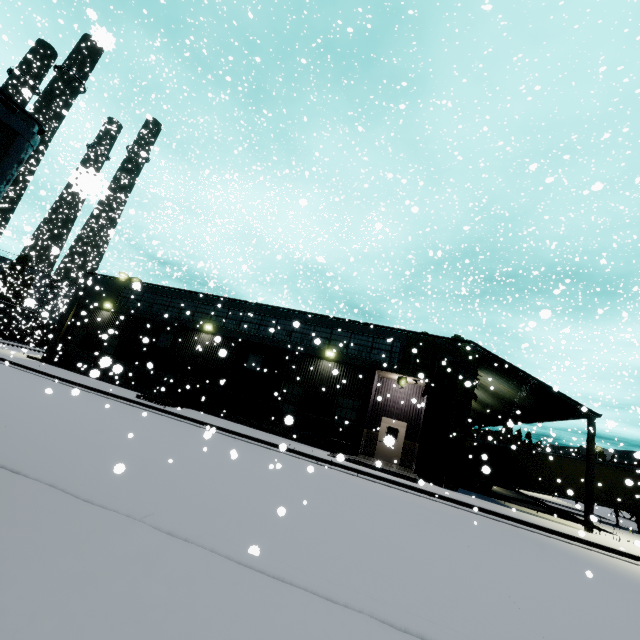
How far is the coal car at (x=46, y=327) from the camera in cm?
3427

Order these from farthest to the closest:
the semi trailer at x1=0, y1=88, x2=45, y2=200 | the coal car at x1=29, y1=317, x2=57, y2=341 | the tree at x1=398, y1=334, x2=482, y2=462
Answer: the coal car at x1=29, y1=317, x2=57, y2=341, the tree at x1=398, y1=334, x2=482, y2=462, the semi trailer at x1=0, y1=88, x2=45, y2=200

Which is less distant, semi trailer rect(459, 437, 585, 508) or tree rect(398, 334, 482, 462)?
tree rect(398, 334, 482, 462)

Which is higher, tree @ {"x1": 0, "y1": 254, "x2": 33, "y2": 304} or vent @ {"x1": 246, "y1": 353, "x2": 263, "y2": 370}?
tree @ {"x1": 0, "y1": 254, "x2": 33, "y2": 304}

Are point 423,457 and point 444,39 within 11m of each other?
no

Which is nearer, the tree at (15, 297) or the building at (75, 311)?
the building at (75, 311)

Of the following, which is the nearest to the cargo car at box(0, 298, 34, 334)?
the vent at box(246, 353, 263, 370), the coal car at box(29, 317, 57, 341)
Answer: the coal car at box(29, 317, 57, 341)

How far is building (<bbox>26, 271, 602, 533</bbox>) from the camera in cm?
1705
